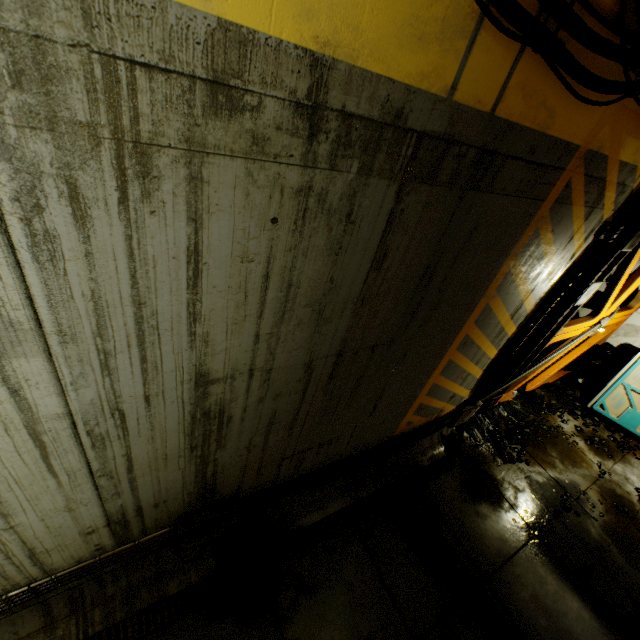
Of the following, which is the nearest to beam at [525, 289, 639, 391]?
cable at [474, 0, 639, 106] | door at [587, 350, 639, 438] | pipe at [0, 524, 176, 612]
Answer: cable at [474, 0, 639, 106]

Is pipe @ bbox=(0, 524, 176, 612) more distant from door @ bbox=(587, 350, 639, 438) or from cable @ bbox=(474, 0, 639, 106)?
door @ bbox=(587, 350, 639, 438)

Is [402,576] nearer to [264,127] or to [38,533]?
[38,533]

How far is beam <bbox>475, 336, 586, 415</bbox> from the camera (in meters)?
7.03

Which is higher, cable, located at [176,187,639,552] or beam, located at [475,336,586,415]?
cable, located at [176,187,639,552]

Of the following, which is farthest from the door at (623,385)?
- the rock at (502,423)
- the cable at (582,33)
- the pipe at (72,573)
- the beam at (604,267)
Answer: the pipe at (72,573)

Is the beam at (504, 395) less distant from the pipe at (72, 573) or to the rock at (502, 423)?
→ the rock at (502, 423)

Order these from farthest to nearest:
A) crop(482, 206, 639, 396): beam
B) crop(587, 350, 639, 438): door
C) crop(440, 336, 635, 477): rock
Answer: crop(587, 350, 639, 438): door → crop(440, 336, 635, 477): rock → crop(482, 206, 639, 396): beam
